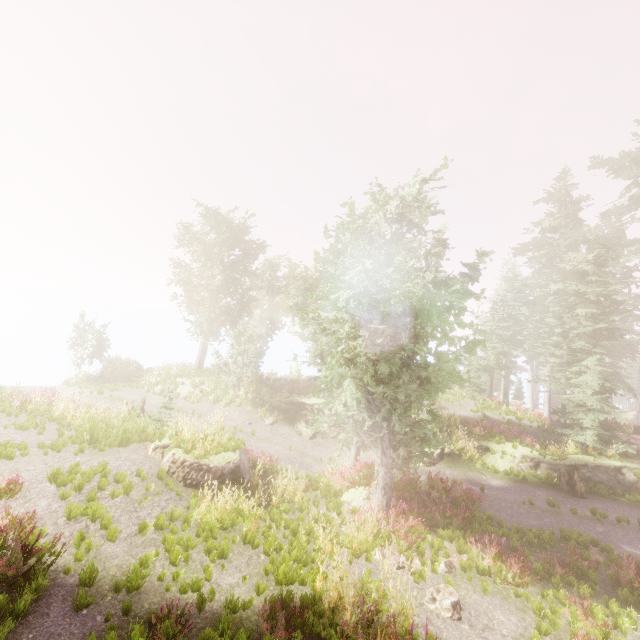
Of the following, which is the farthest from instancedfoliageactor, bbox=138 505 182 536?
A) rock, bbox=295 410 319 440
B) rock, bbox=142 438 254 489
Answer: rock, bbox=295 410 319 440

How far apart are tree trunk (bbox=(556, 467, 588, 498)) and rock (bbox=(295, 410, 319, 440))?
13.2 meters

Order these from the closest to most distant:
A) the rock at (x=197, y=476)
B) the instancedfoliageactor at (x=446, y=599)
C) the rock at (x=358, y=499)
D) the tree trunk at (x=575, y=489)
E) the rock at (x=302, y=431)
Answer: the instancedfoliageactor at (x=446, y=599), the rock at (x=197, y=476), the rock at (x=358, y=499), the tree trunk at (x=575, y=489), the rock at (x=302, y=431)

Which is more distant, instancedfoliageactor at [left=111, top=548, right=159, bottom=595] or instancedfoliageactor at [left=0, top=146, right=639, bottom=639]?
instancedfoliageactor at [left=0, top=146, right=639, bottom=639]

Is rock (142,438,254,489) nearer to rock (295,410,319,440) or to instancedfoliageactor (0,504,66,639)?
instancedfoliageactor (0,504,66,639)

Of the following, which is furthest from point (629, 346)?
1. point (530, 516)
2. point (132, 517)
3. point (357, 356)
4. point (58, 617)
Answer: point (58, 617)

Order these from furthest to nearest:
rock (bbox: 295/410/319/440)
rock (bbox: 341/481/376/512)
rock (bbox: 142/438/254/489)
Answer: rock (bbox: 295/410/319/440), rock (bbox: 341/481/376/512), rock (bbox: 142/438/254/489)

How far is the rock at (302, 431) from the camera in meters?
20.2 m
